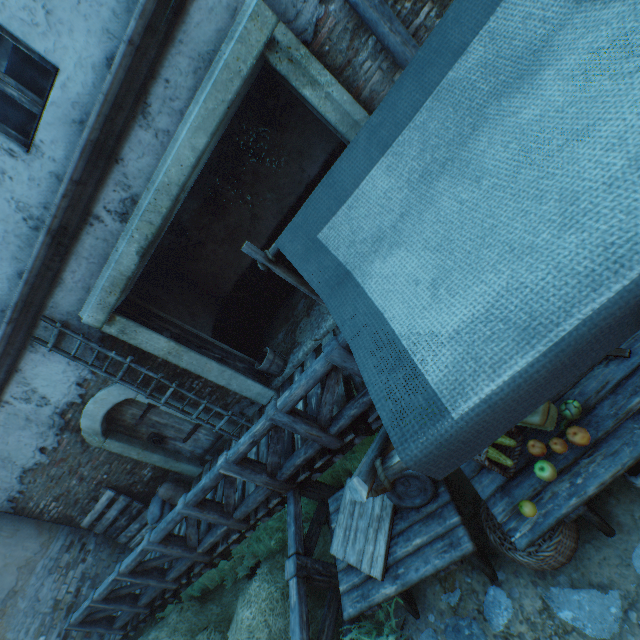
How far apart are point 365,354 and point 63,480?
8.2m

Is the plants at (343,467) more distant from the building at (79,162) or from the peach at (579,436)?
the peach at (579,436)

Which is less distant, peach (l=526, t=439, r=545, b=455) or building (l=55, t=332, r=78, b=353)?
peach (l=526, t=439, r=545, b=455)

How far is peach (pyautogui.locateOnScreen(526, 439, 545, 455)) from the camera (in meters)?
2.31

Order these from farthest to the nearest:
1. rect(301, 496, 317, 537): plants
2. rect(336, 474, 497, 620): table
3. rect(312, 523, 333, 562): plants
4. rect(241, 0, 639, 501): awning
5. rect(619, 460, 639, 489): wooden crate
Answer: rect(301, 496, 317, 537): plants < rect(312, 523, 333, 562): plants < rect(336, 474, 497, 620): table < rect(619, 460, 639, 489): wooden crate < rect(241, 0, 639, 501): awning

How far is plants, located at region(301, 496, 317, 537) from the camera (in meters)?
4.81

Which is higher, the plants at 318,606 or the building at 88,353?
the building at 88,353

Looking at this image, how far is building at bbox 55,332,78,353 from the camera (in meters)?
4.93
